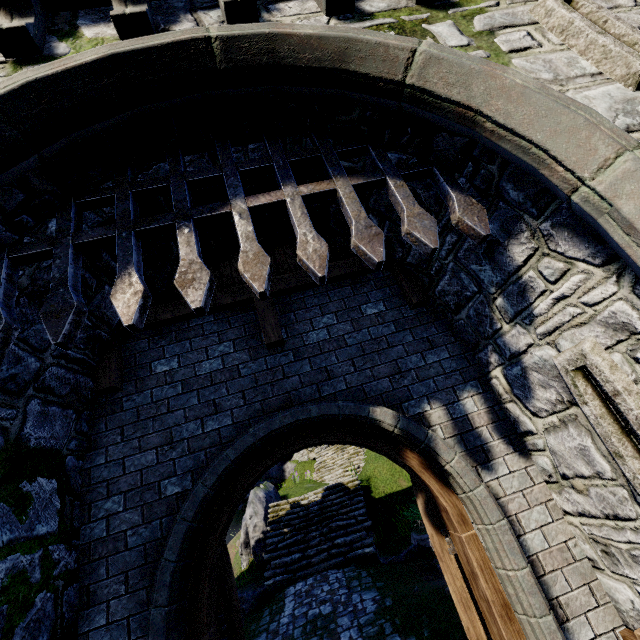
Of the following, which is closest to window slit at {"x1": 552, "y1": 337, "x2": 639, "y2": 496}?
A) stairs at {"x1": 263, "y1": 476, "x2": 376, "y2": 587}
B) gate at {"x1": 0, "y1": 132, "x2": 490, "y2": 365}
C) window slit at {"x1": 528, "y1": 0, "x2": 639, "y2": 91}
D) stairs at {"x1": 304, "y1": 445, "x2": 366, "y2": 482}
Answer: gate at {"x1": 0, "y1": 132, "x2": 490, "y2": 365}

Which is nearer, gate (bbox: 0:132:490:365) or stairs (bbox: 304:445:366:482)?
gate (bbox: 0:132:490:365)

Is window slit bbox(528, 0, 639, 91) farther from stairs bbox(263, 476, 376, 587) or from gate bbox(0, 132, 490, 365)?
stairs bbox(263, 476, 376, 587)

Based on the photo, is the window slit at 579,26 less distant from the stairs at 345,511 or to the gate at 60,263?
the gate at 60,263

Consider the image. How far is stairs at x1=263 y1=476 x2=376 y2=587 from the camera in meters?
10.2 m

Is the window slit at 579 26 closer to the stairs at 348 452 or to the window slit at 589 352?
the window slit at 589 352

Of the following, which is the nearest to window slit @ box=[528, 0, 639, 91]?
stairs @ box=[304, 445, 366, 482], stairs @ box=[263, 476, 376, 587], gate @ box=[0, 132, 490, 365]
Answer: gate @ box=[0, 132, 490, 365]

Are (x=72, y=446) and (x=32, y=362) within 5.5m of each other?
yes
